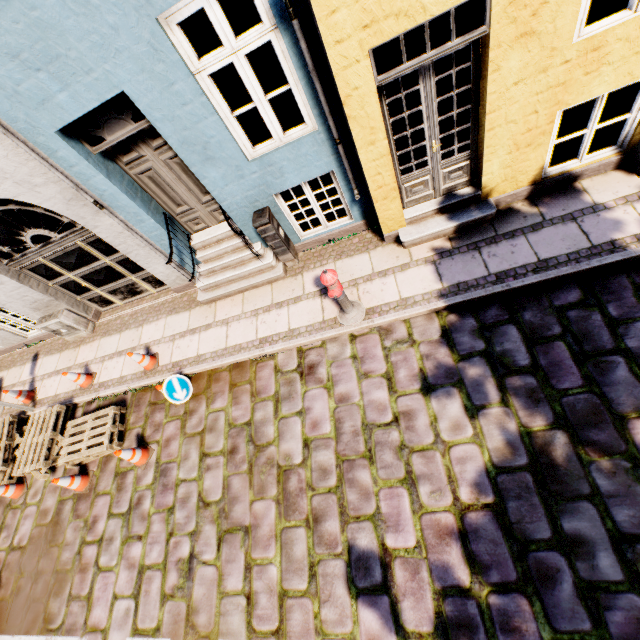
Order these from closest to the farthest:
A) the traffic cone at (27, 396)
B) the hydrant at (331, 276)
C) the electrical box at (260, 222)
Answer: the hydrant at (331, 276)
the electrical box at (260, 222)
the traffic cone at (27, 396)

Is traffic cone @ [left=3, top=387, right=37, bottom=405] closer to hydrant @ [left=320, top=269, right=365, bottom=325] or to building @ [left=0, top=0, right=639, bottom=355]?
building @ [left=0, top=0, right=639, bottom=355]

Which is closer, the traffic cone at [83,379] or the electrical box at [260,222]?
the electrical box at [260,222]

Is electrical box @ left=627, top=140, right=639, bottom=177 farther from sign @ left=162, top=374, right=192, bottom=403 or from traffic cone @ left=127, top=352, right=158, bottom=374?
traffic cone @ left=127, top=352, right=158, bottom=374

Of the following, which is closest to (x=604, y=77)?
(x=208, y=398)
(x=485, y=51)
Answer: (x=485, y=51)

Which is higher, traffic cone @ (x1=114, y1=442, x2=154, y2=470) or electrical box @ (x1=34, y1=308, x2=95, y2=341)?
electrical box @ (x1=34, y1=308, x2=95, y2=341)

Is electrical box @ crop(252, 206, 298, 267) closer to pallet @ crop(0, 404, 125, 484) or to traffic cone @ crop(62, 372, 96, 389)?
pallet @ crop(0, 404, 125, 484)

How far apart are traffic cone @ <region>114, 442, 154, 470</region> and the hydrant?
4.09m
